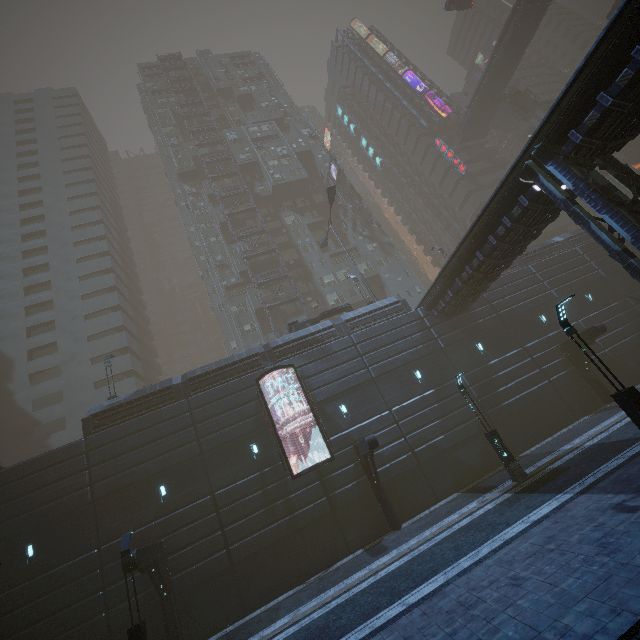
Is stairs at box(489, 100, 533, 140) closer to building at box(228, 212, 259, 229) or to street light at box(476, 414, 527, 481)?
building at box(228, 212, 259, 229)

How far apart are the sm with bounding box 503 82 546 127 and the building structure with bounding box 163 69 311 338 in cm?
4295

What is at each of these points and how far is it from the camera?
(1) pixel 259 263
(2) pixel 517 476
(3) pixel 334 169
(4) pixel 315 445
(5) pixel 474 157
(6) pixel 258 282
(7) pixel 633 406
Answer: (1) building, 42.0 meters
(2) street light, 15.5 meters
(3) sign, 47.0 meters
(4) building, 20.0 meters
(5) building, 55.1 meters
(6) building structure, 39.2 meters
(7) street light, 9.6 meters

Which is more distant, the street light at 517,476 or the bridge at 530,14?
the bridge at 530,14

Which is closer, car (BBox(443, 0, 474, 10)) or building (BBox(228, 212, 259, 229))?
car (BBox(443, 0, 474, 10))

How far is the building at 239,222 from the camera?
45.2m

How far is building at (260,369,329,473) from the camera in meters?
19.7 m

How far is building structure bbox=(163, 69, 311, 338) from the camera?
38.6m
